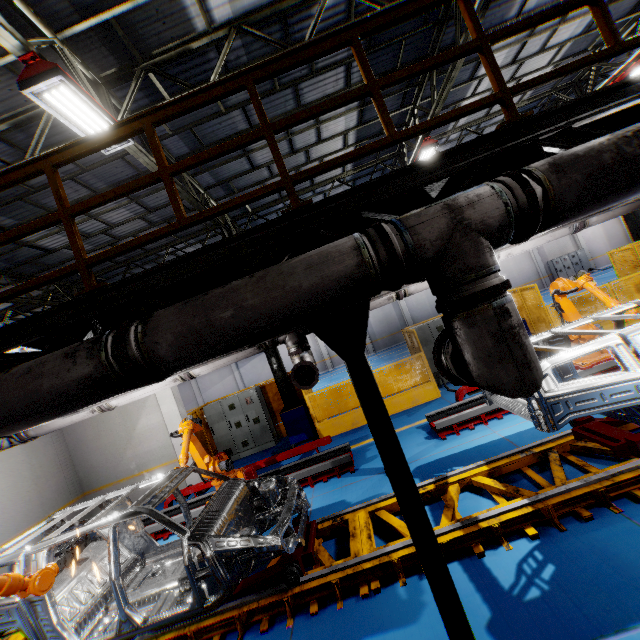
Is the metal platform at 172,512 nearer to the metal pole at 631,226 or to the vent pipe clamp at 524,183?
the vent pipe clamp at 524,183

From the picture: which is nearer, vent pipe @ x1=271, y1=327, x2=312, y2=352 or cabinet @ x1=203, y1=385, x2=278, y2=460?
vent pipe @ x1=271, y1=327, x2=312, y2=352

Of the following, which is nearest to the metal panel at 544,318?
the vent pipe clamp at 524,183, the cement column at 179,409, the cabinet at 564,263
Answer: the cement column at 179,409

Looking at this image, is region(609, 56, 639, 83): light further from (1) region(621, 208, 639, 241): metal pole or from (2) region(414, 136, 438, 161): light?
(2) region(414, 136, 438, 161): light

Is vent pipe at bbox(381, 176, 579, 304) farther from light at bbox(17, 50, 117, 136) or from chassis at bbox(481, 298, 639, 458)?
light at bbox(17, 50, 117, 136)

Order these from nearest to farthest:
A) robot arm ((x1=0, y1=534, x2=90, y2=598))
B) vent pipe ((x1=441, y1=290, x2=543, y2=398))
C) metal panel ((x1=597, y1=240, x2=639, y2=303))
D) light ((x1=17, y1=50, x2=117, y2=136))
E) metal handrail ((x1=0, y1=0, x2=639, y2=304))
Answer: vent pipe ((x1=441, y1=290, x2=543, y2=398))
metal handrail ((x1=0, y1=0, x2=639, y2=304))
robot arm ((x1=0, y1=534, x2=90, y2=598))
light ((x1=17, y1=50, x2=117, y2=136))
metal panel ((x1=597, y1=240, x2=639, y2=303))

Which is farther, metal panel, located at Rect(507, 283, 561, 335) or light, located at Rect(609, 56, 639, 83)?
light, located at Rect(609, 56, 639, 83)

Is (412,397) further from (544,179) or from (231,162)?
(231,162)
